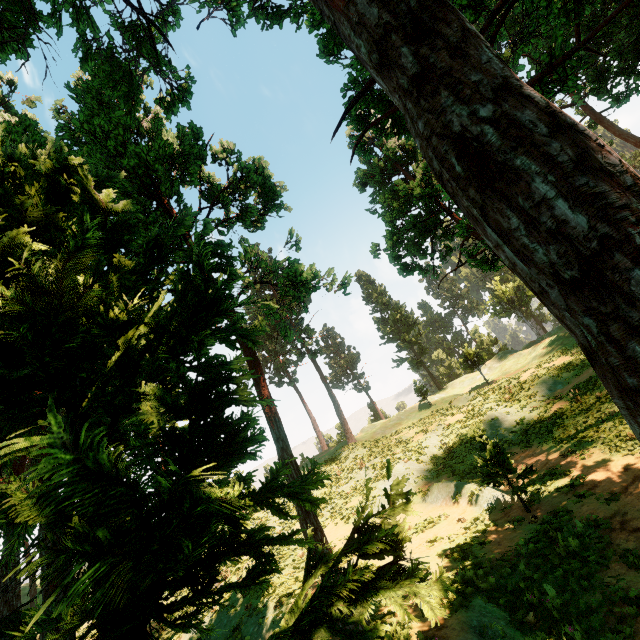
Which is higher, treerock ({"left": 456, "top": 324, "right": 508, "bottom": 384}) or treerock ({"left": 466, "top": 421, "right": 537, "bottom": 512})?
treerock ({"left": 456, "top": 324, "right": 508, "bottom": 384})

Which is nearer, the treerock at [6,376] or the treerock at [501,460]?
the treerock at [6,376]

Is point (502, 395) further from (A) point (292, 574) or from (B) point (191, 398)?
(B) point (191, 398)

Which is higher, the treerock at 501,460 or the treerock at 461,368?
the treerock at 461,368

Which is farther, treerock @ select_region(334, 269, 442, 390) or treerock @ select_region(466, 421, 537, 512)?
treerock @ select_region(334, 269, 442, 390)
